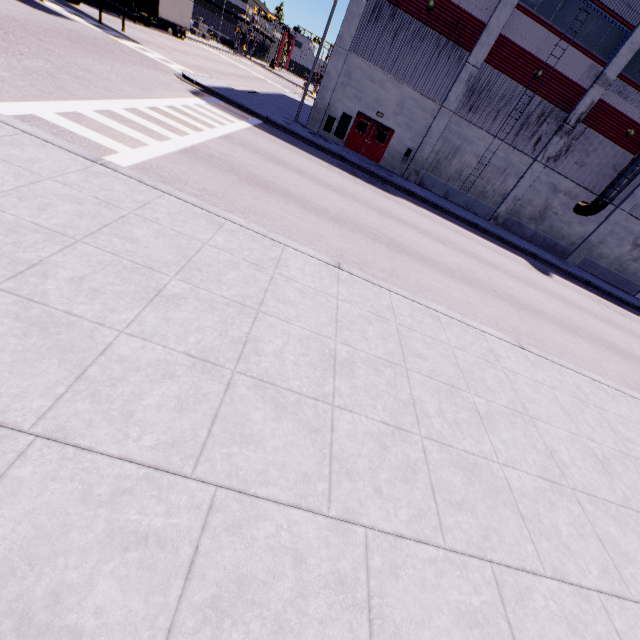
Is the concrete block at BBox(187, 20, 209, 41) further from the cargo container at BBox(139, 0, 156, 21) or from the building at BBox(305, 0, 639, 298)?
the cargo container at BBox(139, 0, 156, 21)

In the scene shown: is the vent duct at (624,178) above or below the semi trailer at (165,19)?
above

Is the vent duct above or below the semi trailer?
above

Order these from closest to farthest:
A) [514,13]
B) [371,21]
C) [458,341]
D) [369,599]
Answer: [369,599], [458,341], [514,13], [371,21]

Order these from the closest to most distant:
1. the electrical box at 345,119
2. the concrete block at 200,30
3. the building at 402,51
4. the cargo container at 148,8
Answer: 1. the building at 402,51
2. the cargo container at 148,8
3. the electrical box at 345,119
4. the concrete block at 200,30

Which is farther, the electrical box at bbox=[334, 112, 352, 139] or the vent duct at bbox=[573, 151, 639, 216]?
the electrical box at bbox=[334, 112, 352, 139]

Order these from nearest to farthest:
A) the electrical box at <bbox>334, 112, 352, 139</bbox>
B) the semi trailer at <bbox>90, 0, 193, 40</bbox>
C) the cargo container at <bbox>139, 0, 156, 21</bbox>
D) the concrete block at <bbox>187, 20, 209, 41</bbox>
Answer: the semi trailer at <bbox>90, 0, 193, 40</bbox>, the cargo container at <bbox>139, 0, 156, 21</bbox>, the electrical box at <bbox>334, 112, 352, 139</bbox>, the concrete block at <bbox>187, 20, 209, 41</bbox>

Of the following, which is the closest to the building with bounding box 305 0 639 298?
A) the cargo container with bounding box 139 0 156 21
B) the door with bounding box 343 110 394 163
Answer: the door with bounding box 343 110 394 163
